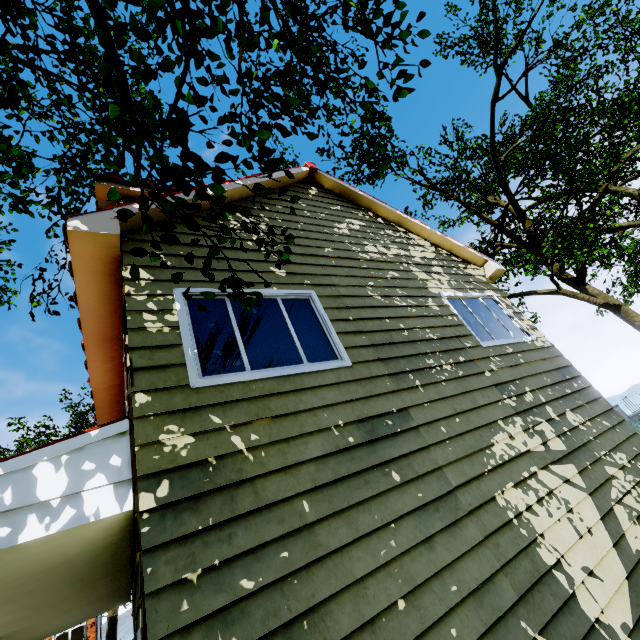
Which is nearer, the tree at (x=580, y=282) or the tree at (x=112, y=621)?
the tree at (x=580, y=282)

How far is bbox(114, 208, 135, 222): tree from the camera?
1.89m

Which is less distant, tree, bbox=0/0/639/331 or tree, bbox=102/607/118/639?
tree, bbox=0/0/639/331

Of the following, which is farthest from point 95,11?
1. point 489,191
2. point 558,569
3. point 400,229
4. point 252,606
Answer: point 489,191

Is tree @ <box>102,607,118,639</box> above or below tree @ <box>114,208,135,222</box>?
below

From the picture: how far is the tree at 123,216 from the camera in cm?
189
